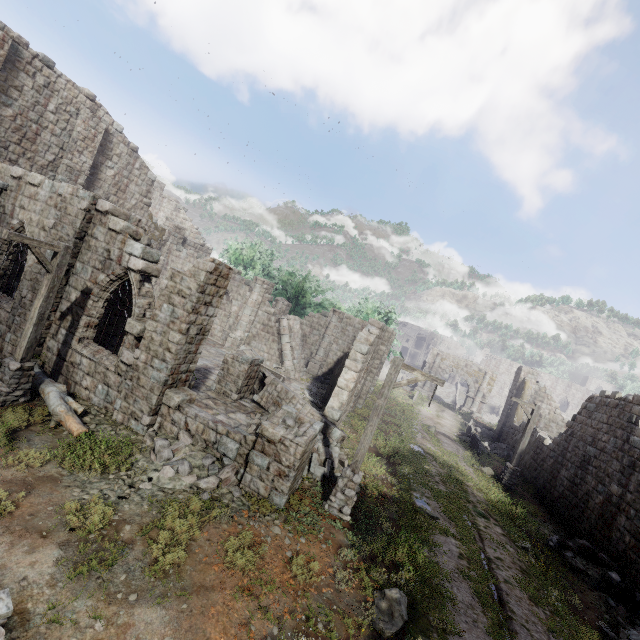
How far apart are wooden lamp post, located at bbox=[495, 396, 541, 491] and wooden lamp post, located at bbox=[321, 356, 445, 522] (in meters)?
11.57

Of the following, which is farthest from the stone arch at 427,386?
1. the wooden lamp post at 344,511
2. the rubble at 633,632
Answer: the wooden lamp post at 344,511

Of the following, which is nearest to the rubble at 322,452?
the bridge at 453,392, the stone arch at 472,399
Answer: the stone arch at 472,399

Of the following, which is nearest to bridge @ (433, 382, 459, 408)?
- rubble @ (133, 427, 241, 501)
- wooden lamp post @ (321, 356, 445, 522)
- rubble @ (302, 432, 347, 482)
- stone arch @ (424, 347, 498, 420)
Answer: stone arch @ (424, 347, 498, 420)

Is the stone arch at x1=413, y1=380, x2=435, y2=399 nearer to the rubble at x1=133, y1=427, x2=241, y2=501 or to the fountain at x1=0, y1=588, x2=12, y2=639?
the rubble at x1=133, y1=427, x2=241, y2=501

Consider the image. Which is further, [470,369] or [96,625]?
[470,369]

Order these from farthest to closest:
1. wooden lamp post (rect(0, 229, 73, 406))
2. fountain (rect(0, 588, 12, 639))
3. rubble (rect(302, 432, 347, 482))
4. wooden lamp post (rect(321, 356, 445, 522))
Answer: rubble (rect(302, 432, 347, 482)) → wooden lamp post (rect(321, 356, 445, 522)) → wooden lamp post (rect(0, 229, 73, 406)) → fountain (rect(0, 588, 12, 639))

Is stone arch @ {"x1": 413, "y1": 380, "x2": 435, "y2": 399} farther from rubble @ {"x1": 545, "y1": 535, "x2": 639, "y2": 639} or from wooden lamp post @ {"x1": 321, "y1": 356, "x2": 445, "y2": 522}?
wooden lamp post @ {"x1": 321, "y1": 356, "x2": 445, "y2": 522}
